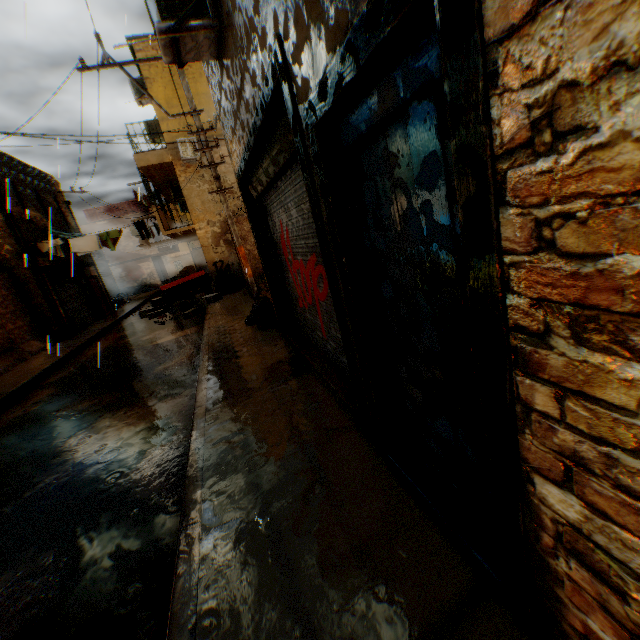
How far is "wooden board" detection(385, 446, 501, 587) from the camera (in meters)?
1.86

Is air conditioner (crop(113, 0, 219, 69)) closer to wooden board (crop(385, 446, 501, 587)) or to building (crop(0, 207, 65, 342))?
building (crop(0, 207, 65, 342))

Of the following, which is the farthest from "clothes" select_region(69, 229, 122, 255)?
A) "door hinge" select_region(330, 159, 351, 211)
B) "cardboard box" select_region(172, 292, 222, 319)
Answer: "door hinge" select_region(330, 159, 351, 211)

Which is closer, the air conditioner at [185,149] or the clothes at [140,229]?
the air conditioner at [185,149]

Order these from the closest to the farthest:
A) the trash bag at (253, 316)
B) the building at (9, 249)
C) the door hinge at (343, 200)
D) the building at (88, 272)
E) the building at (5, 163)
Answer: the door hinge at (343, 200) < the trash bag at (253, 316) < the building at (9, 249) < the building at (5, 163) < the building at (88, 272)

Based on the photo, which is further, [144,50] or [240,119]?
[144,50]

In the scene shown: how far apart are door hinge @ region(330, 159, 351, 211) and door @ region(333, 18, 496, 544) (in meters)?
0.01

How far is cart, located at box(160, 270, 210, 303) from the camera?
14.63m
